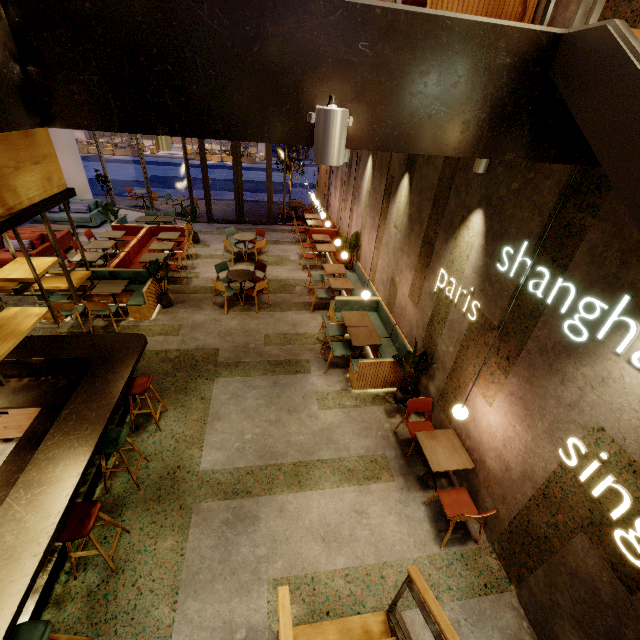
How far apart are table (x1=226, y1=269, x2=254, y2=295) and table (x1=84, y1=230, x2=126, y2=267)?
3.94m

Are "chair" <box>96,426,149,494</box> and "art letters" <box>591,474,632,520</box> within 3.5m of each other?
no

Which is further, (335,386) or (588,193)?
(335,386)

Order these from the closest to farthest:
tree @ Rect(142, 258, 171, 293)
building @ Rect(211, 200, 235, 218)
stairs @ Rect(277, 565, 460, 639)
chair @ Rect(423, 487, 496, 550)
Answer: stairs @ Rect(277, 565, 460, 639), chair @ Rect(423, 487, 496, 550), tree @ Rect(142, 258, 171, 293), building @ Rect(211, 200, 235, 218)

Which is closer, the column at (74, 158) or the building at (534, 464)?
the building at (534, 464)

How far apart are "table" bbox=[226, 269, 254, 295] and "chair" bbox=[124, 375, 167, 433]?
3.8 meters

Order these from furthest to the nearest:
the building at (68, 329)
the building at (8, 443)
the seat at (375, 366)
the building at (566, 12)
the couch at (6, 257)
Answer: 1. the couch at (6, 257)
2. the building at (68, 329)
3. the seat at (375, 366)
4. the building at (8, 443)
5. the building at (566, 12)

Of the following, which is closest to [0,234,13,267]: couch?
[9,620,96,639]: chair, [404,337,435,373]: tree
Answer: [9,620,96,639]: chair
